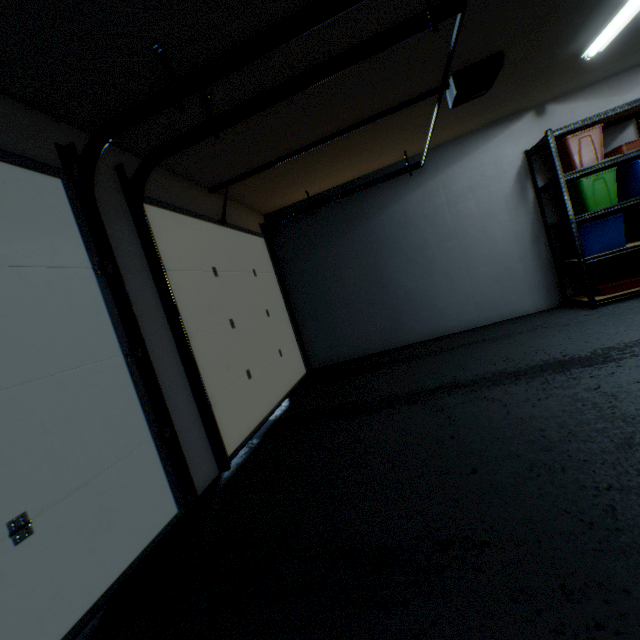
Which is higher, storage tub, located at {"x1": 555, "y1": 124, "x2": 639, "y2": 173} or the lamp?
the lamp

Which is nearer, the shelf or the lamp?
the lamp

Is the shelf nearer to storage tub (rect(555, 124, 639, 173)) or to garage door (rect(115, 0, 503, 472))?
storage tub (rect(555, 124, 639, 173))

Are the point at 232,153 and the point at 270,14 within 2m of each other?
yes

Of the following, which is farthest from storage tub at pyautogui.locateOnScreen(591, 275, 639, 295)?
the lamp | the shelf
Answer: the lamp

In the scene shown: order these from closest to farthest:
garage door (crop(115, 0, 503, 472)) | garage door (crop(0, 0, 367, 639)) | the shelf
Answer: garage door (crop(0, 0, 367, 639)), garage door (crop(115, 0, 503, 472)), the shelf

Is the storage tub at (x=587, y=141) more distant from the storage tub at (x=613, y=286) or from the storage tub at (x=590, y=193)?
the storage tub at (x=613, y=286)

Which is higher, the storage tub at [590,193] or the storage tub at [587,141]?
the storage tub at [587,141]
